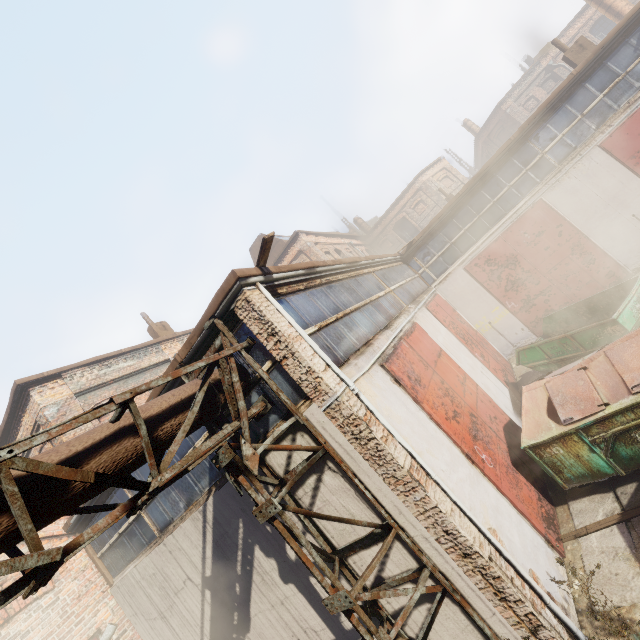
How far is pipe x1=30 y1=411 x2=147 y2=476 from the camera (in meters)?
2.99

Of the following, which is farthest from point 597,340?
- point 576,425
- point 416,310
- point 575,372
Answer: point 416,310

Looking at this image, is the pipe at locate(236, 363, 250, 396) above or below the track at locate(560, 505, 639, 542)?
above

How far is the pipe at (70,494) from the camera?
2.7 meters

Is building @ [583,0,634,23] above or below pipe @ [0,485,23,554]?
above

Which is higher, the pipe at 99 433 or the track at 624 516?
the pipe at 99 433

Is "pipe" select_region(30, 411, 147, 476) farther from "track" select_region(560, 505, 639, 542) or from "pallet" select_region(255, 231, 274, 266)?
"track" select_region(560, 505, 639, 542)

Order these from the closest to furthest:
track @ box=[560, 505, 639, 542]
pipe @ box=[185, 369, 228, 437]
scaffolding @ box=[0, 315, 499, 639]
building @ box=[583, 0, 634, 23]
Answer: scaffolding @ box=[0, 315, 499, 639] → pipe @ box=[185, 369, 228, 437] → track @ box=[560, 505, 639, 542] → building @ box=[583, 0, 634, 23]
